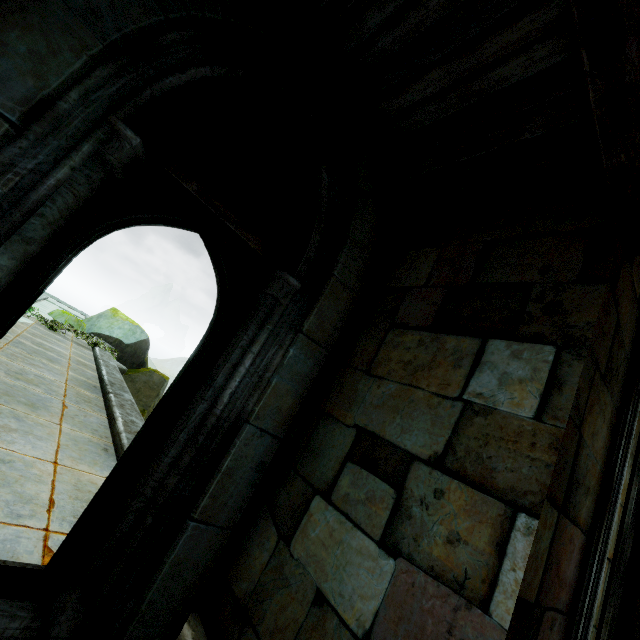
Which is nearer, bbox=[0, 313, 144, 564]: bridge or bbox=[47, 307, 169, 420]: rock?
bbox=[0, 313, 144, 564]: bridge

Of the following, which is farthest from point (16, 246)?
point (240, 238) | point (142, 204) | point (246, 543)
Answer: point (246, 543)

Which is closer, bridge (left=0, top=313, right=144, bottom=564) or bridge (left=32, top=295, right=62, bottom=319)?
bridge (left=0, top=313, right=144, bottom=564)

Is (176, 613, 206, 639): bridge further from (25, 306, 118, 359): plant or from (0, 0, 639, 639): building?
(25, 306, 118, 359): plant

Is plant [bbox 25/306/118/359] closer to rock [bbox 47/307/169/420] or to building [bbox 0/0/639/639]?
rock [bbox 47/307/169/420]

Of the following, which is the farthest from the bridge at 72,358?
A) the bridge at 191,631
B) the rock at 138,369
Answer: the bridge at 191,631

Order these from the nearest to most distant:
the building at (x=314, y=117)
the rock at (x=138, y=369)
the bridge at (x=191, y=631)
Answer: the building at (x=314, y=117) → the bridge at (x=191, y=631) → the rock at (x=138, y=369)

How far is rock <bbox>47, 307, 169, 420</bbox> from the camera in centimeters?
1614cm
